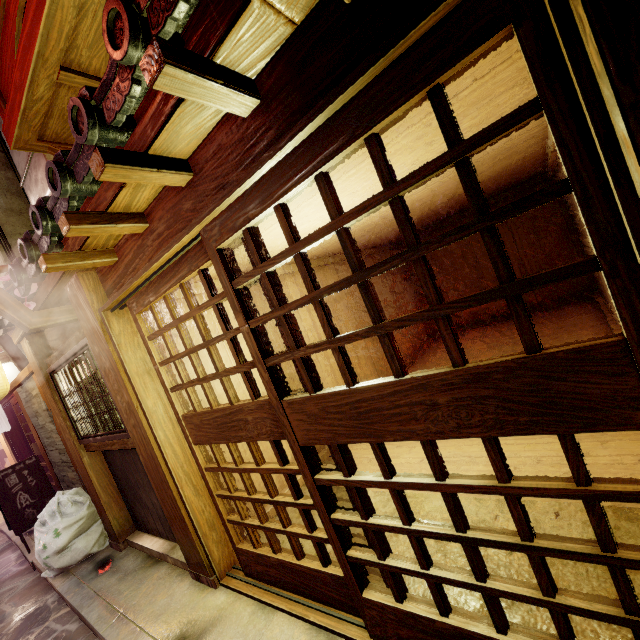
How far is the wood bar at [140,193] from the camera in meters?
3.6 m

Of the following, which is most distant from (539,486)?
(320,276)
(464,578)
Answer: (320,276)

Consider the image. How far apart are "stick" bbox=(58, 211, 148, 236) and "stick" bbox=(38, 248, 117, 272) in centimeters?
89cm

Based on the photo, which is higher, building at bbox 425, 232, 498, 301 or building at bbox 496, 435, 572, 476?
building at bbox 425, 232, 498, 301

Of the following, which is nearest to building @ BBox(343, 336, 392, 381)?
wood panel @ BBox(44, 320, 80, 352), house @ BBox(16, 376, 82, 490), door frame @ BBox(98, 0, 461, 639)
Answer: door frame @ BBox(98, 0, 461, 639)

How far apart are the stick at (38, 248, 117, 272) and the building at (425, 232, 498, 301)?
14.0 meters

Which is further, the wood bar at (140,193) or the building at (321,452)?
the building at (321,452)

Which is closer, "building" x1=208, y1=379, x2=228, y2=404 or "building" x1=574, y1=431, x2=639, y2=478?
"building" x1=574, y1=431, x2=639, y2=478
